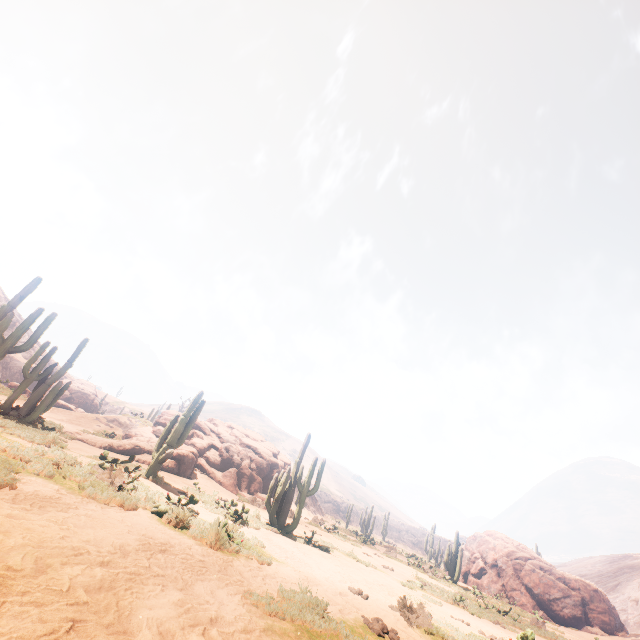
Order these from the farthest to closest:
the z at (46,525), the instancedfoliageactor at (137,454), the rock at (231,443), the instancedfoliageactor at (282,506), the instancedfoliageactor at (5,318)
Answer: the rock at (231,443) < the instancedfoliageactor at (5,318) < the instancedfoliageactor at (282,506) < the instancedfoliageactor at (137,454) < the z at (46,525)

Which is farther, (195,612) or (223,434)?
(223,434)

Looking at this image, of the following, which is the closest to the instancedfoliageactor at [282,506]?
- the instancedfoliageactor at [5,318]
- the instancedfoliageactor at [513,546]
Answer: the instancedfoliageactor at [5,318]

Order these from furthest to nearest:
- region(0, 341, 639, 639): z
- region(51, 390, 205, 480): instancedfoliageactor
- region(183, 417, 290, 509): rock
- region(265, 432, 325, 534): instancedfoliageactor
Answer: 1. region(183, 417, 290, 509): rock
2. region(265, 432, 325, 534): instancedfoliageactor
3. region(51, 390, 205, 480): instancedfoliageactor
4. region(0, 341, 639, 639): z

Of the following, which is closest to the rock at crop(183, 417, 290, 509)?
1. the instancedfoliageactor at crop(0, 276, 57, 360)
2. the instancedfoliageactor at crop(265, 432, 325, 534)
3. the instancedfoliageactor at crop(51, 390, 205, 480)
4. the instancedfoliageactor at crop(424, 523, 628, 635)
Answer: the instancedfoliageactor at crop(424, 523, 628, 635)

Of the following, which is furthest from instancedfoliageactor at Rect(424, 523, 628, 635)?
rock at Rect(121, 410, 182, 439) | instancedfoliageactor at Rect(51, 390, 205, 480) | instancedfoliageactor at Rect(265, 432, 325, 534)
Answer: instancedfoliageactor at Rect(51, 390, 205, 480)

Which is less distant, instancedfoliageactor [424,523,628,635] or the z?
the z

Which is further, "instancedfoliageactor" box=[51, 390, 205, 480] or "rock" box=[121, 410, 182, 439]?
"rock" box=[121, 410, 182, 439]
